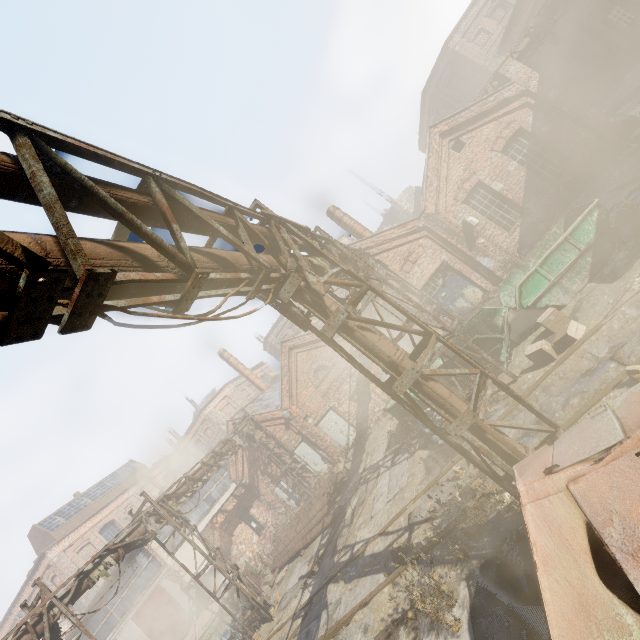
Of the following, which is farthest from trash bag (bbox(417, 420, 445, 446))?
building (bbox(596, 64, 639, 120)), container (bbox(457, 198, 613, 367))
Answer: → building (bbox(596, 64, 639, 120))

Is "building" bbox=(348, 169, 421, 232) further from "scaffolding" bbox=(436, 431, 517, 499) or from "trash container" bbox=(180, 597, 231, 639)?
"scaffolding" bbox=(436, 431, 517, 499)

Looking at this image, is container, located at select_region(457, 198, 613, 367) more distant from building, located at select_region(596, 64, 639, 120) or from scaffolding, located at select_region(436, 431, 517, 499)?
building, located at select_region(596, 64, 639, 120)

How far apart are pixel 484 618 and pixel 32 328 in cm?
680

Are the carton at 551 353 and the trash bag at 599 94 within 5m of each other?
no

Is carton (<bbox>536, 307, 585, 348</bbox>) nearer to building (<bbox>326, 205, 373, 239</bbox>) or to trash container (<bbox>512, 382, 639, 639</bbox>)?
trash container (<bbox>512, 382, 639, 639</bbox>)

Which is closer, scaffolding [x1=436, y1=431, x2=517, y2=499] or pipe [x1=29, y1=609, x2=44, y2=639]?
scaffolding [x1=436, y1=431, x2=517, y2=499]

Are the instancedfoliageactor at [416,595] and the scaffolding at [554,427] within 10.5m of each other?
yes
